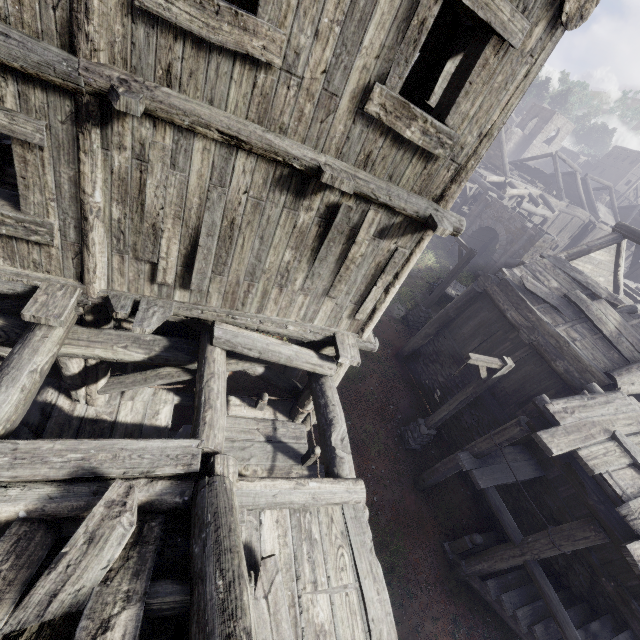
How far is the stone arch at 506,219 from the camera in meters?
21.1 m

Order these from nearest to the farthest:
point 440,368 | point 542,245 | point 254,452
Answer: point 254,452
point 440,368
point 542,245

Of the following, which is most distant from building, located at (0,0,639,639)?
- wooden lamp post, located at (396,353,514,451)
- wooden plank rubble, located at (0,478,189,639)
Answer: wooden lamp post, located at (396,353,514,451)

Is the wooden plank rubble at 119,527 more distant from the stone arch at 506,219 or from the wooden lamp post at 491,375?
the stone arch at 506,219

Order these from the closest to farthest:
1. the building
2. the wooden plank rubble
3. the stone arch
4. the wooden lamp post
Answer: the wooden plank rubble → the building → the wooden lamp post → the stone arch

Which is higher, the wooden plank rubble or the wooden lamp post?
the wooden plank rubble

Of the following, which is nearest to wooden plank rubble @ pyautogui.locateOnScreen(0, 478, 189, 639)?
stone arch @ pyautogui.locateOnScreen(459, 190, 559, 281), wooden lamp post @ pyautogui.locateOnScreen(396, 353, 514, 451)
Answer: wooden lamp post @ pyautogui.locateOnScreen(396, 353, 514, 451)

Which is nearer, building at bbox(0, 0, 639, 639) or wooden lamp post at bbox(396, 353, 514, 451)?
building at bbox(0, 0, 639, 639)
